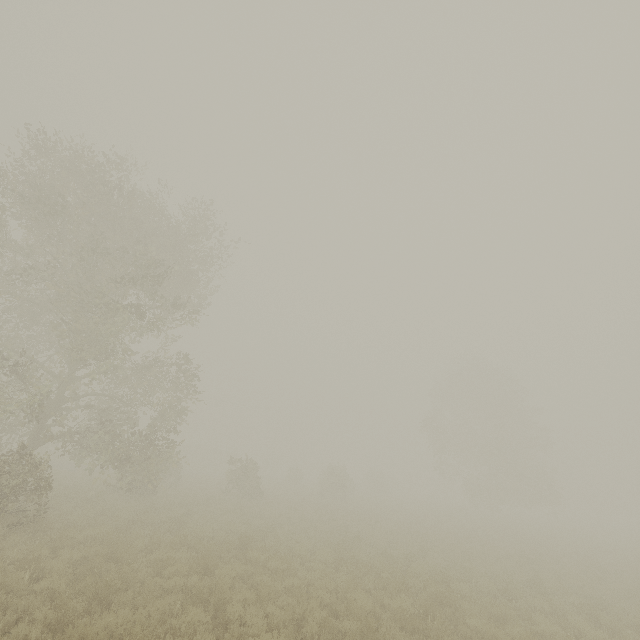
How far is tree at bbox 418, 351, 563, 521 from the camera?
34.3m

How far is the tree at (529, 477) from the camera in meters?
34.3

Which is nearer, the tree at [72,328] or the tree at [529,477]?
the tree at [72,328]

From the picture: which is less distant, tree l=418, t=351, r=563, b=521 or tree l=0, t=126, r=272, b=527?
tree l=0, t=126, r=272, b=527

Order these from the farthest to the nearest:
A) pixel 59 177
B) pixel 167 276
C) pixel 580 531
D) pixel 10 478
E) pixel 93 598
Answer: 1. pixel 580 531
2. pixel 59 177
3. pixel 167 276
4. pixel 10 478
5. pixel 93 598
